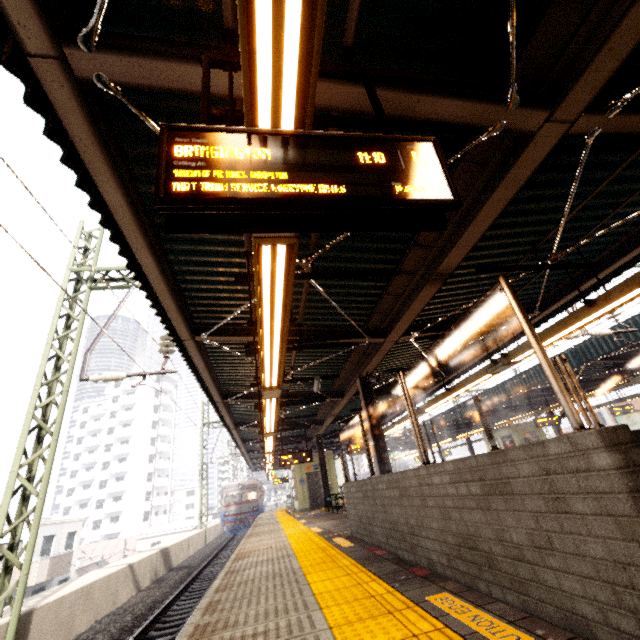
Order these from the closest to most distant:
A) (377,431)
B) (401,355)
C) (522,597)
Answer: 1. (522,597)
2. (377,431)
3. (401,355)

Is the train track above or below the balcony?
below

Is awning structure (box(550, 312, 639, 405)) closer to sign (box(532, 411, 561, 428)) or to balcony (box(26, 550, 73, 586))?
sign (box(532, 411, 561, 428))

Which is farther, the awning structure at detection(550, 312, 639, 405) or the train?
the train

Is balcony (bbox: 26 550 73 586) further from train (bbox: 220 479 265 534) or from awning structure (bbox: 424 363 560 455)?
awning structure (bbox: 424 363 560 455)

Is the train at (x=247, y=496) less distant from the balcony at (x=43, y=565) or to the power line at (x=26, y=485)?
the balcony at (x=43, y=565)

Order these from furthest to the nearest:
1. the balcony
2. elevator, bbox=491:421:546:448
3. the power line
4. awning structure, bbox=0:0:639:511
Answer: elevator, bbox=491:421:546:448, the balcony, the power line, awning structure, bbox=0:0:639:511

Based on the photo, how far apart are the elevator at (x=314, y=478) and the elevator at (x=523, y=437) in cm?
1259
